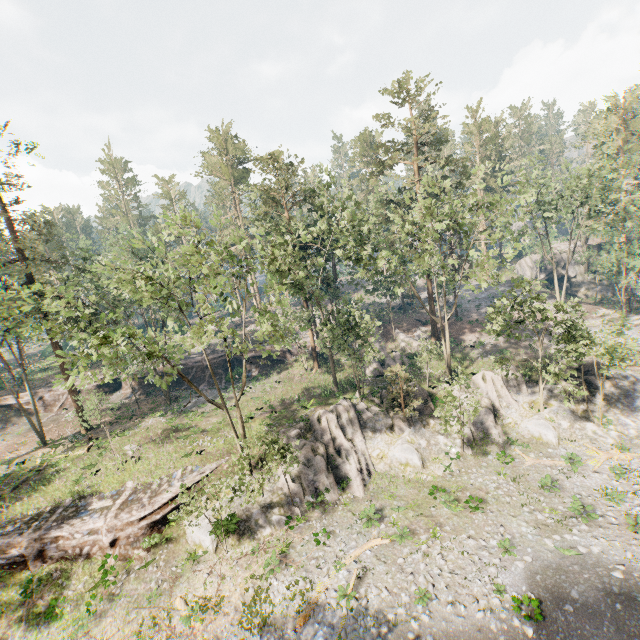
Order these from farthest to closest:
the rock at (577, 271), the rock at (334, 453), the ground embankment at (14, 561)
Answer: the rock at (577, 271)
the rock at (334, 453)
the ground embankment at (14, 561)

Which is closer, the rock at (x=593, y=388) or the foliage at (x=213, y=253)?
the foliage at (x=213, y=253)

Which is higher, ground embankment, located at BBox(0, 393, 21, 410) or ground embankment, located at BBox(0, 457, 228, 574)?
ground embankment, located at BBox(0, 393, 21, 410)

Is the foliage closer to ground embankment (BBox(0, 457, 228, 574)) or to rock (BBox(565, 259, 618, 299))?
ground embankment (BBox(0, 457, 228, 574))

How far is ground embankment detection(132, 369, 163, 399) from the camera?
42.4 meters

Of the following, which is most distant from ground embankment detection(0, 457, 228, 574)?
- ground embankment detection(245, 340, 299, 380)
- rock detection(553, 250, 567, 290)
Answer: rock detection(553, 250, 567, 290)

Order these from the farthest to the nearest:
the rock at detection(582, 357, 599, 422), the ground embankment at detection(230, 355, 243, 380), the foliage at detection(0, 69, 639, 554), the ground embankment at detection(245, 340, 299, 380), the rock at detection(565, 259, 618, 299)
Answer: the rock at detection(565, 259, 618, 299)
the ground embankment at detection(245, 340, 299, 380)
the ground embankment at detection(230, 355, 243, 380)
the rock at detection(582, 357, 599, 422)
the foliage at detection(0, 69, 639, 554)

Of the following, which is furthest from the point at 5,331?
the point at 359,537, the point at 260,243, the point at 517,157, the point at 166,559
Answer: the point at 517,157
